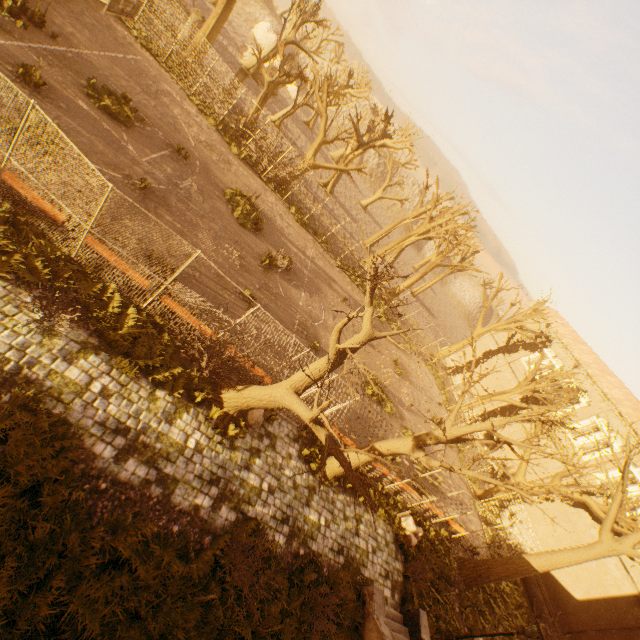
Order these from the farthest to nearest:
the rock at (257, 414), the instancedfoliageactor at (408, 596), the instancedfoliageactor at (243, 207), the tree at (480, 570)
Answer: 1. the instancedfoliageactor at (243, 207)
2. the instancedfoliageactor at (408, 596)
3. the rock at (257, 414)
4. the tree at (480, 570)

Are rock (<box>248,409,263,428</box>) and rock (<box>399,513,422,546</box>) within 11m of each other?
yes

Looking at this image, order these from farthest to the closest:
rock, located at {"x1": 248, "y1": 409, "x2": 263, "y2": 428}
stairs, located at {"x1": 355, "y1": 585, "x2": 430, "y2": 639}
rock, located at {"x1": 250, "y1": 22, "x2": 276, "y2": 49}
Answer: rock, located at {"x1": 250, "y1": 22, "x2": 276, "y2": 49} → rock, located at {"x1": 248, "y1": 409, "x2": 263, "y2": 428} → stairs, located at {"x1": 355, "y1": 585, "x2": 430, "y2": 639}

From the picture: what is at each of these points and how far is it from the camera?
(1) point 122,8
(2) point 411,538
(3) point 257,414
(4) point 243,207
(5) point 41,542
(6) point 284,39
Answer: (1) basketballbackboardstansion, 11.2 meters
(2) rock, 13.3 meters
(3) rock, 10.2 meters
(4) instancedfoliageactor, 17.1 meters
(5) instancedfoliageactor, 5.3 meters
(6) tree, 32.9 meters

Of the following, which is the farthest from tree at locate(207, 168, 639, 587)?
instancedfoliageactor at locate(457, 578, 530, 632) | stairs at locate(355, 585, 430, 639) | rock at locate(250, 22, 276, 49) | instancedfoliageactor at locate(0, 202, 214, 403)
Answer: rock at locate(250, 22, 276, 49)

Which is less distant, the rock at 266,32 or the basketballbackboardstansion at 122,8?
the basketballbackboardstansion at 122,8

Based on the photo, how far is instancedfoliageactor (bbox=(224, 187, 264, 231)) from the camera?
16.6 meters

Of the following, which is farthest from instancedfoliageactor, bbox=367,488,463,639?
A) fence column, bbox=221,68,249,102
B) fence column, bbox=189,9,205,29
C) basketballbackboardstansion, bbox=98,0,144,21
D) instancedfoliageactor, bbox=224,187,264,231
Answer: fence column, bbox=189,9,205,29
